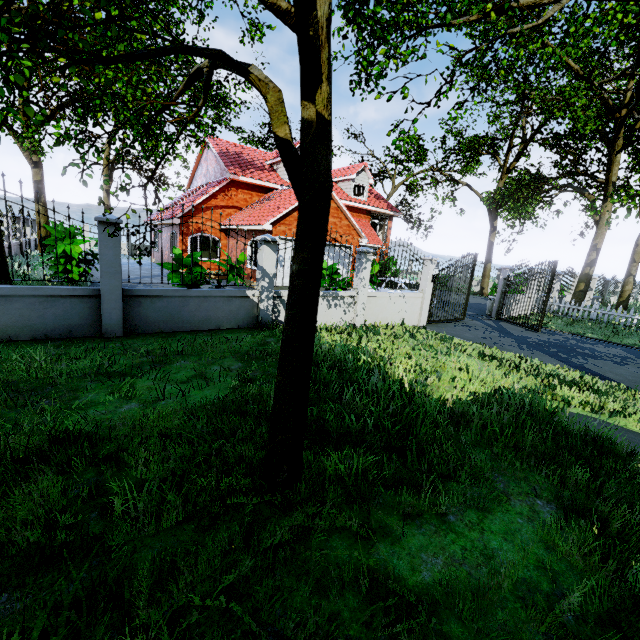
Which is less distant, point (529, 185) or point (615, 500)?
point (615, 500)

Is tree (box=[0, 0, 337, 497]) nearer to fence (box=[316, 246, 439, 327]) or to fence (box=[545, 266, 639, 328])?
fence (box=[545, 266, 639, 328])

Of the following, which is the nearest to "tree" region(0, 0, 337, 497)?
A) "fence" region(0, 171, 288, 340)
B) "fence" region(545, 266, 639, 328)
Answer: "fence" region(545, 266, 639, 328)

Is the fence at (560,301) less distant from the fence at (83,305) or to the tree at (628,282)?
the tree at (628,282)

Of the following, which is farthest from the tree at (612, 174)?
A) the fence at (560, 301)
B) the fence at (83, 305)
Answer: the fence at (83, 305)

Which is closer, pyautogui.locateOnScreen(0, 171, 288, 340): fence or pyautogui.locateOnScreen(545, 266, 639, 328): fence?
pyautogui.locateOnScreen(0, 171, 288, 340): fence

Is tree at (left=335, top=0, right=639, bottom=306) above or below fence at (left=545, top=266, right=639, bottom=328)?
above
